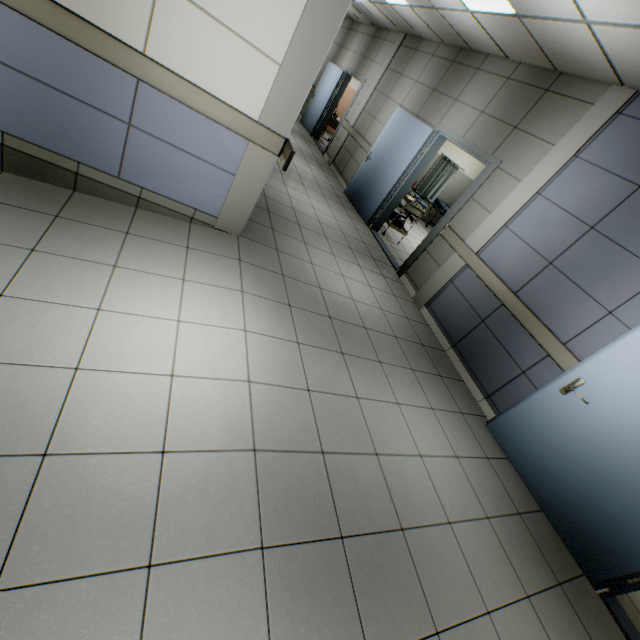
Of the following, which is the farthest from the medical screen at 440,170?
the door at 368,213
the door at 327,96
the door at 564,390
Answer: the door at 564,390

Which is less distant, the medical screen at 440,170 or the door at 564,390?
the door at 564,390

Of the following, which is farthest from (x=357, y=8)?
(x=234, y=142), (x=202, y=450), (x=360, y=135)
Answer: (x=202, y=450)

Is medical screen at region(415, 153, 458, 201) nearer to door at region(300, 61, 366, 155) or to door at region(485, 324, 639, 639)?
door at region(300, 61, 366, 155)

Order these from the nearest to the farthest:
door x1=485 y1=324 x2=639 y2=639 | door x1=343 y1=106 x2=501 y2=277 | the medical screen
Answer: door x1=485 y1=324 x2=639 y2=639 → door x1=343 y1=106 x2=501 y2=277 → the medical screen

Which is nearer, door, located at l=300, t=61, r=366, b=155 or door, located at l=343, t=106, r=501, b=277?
door, located at l=343, t=106, r=501, b=277

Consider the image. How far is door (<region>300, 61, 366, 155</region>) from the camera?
9.3 meters

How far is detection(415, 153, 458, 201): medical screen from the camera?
9.2m
